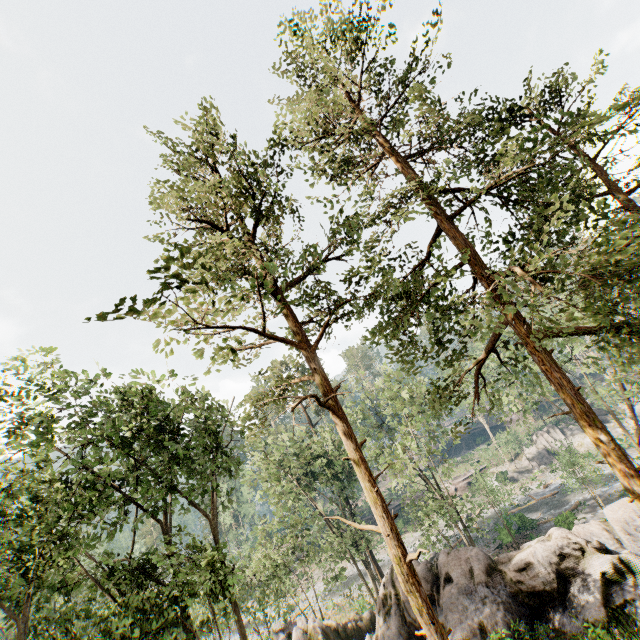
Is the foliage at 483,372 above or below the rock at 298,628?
above

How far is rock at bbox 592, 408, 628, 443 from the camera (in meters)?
A: 45.02

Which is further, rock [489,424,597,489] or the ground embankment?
the ground embankment

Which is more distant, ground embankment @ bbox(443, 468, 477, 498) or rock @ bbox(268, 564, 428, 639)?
ground embankment @ bbox(443, 468, 477, 498)

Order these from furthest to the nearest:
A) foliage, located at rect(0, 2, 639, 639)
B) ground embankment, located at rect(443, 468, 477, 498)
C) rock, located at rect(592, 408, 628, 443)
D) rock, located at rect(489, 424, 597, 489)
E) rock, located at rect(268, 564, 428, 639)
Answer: ground embankment, located at rect(443, 468, 477, 498) → rock, located at rect(489, 424, 597, 489) → rock, located at rect(592, 408, 628, 443) → rock, located at rect(268, 564, 428, 639) → foliage, located at rect(0, 2, 639, 639)

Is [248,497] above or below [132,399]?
below

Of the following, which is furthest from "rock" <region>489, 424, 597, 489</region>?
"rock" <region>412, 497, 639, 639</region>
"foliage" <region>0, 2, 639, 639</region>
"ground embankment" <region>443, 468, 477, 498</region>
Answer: "rock" <region>412, 497, 639, 639</region>

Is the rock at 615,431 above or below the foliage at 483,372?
below
